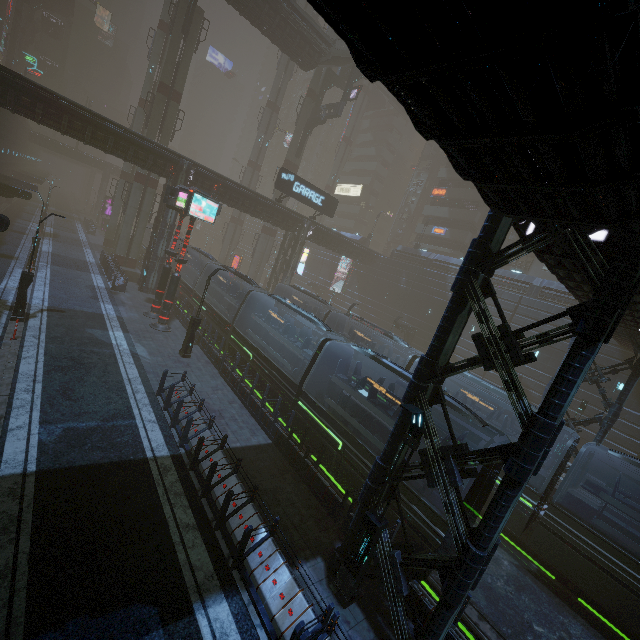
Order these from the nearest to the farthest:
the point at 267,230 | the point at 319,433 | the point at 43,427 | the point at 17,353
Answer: the point at 43,427, the point at 17,353, the point at 319,433, the point at 267,230

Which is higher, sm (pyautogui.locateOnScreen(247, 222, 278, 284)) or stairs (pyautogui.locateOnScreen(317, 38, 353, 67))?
stairs (pyautogui.locateOnScreen(317, 38, 353, 67))

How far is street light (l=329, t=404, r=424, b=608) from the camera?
7.6m

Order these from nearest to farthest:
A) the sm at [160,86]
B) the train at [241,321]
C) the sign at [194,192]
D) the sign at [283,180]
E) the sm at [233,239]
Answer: the train at [241,321] < the sign at [194,192] < the sign at [283,180] < the sm at [160,86] < the sm at [233,239]

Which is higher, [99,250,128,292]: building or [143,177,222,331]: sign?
[143,177,222,331]: sign

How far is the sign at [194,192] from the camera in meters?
19.6

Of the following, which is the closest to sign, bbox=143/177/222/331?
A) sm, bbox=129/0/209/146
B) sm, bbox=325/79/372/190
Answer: sm, bbox=129/0/209/146

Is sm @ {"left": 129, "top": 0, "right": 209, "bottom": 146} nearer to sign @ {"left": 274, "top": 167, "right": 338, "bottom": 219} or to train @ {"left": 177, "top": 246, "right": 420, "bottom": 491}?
sign @ {"left": 274, "top": 167, "right": 338, "bottom": 219}
